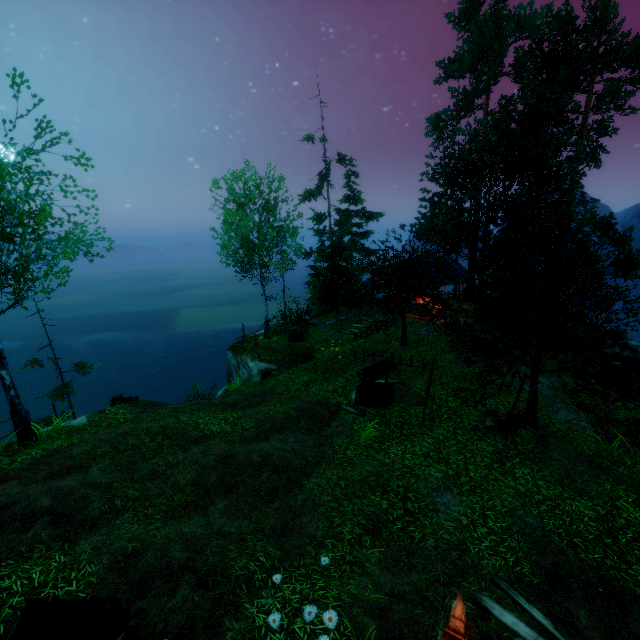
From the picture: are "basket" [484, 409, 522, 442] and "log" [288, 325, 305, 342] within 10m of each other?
no

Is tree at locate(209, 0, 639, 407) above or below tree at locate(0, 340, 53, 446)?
above

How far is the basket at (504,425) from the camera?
10.71m

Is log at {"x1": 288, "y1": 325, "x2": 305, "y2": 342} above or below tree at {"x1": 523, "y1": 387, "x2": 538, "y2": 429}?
above

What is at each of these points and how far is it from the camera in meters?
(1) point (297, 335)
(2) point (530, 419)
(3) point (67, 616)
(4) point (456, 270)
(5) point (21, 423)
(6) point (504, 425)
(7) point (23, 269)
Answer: (1) log, 20.8 m
(2) tree, 11.7 m
(3) cart, 4.6 m
(4) building, 23.5 m
(5) tree, 11.8 m
(6) basket, 11.0 m
(7) tree, 10.9 m

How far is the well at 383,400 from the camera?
13.3 meters

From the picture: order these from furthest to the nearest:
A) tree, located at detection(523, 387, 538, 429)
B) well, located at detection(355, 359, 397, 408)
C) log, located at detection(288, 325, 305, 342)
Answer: log, located at detection(288, 325, 305, 342) < well, located at detection(355, 359, 397, 408) < tree, located at detection(523, 387, 538, 429)

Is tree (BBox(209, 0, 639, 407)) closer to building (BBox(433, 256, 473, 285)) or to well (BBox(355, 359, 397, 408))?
building (BBox(433, 256, 473, 285))
